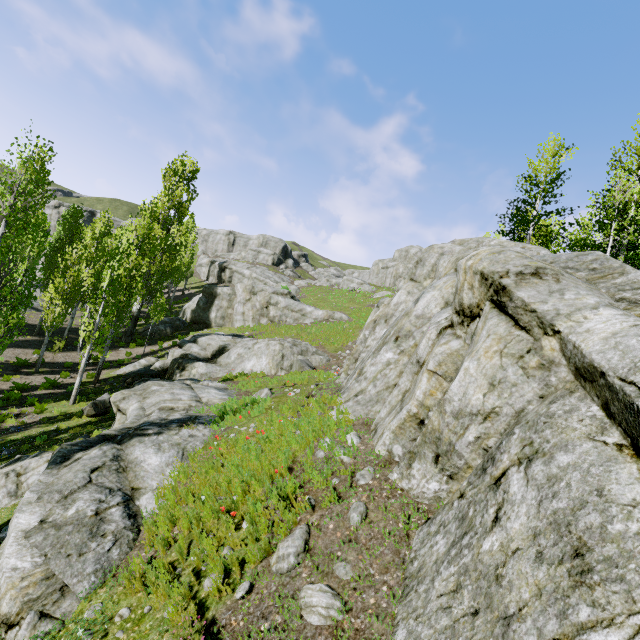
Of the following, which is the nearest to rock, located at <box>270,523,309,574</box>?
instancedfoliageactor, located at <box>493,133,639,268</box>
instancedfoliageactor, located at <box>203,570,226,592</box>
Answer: instancedfoliageactor, located at <box>493,133,639,268</box>

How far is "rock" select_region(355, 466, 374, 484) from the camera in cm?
545

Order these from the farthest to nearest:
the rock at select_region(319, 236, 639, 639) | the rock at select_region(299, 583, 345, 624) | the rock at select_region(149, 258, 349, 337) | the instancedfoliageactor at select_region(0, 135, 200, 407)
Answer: the rock at select_region(149, 258, 349, 337) → the instancedfoliageactor at select_region(0, 135, 200, 407) → the rock at select_region(299, 583, 345, 624) → the rock at select_region(319, 236, 639, 639)

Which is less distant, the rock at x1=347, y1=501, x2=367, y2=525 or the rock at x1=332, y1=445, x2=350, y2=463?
the rock at x1=347, y1=501, x2=367, y2=525

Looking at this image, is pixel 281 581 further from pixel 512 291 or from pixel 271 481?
pixel 512 291

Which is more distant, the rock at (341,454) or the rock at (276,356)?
the rock at (341,454)
